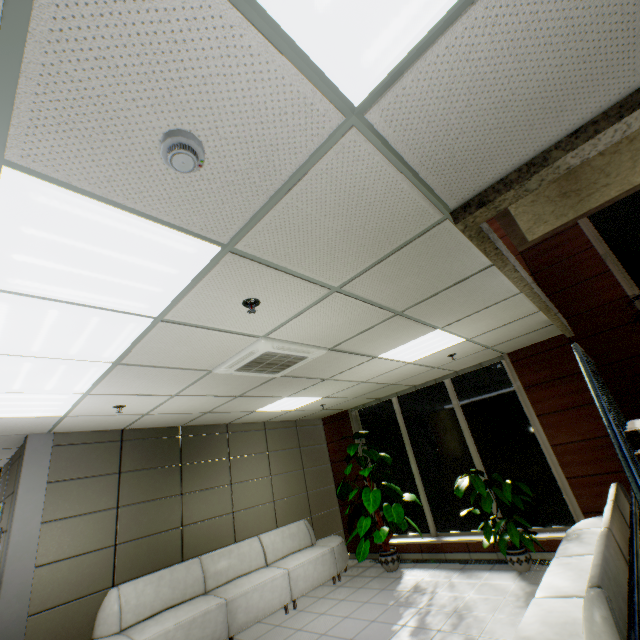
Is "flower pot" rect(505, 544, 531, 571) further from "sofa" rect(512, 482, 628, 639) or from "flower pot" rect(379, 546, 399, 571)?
"flower pot" rect(379, 546, 399, 571)

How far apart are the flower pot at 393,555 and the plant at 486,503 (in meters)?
1.99

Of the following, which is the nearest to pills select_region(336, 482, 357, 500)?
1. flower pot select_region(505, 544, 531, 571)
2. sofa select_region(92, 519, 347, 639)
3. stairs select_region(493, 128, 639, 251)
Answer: sofa select_region(92, 519, 347, 639)

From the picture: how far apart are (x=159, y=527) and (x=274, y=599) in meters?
2.2 m

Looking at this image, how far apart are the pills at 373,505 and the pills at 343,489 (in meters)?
0.27

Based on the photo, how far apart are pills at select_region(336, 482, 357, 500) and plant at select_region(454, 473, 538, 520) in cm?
219

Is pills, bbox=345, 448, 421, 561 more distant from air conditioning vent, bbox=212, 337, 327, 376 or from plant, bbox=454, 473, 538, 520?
air conditioning vent, bbox=212, 337, 327, 376

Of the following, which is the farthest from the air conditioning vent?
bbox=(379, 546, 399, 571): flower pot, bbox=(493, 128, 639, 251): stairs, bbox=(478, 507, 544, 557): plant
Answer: bbox=(379, 546, 399, 571): flower pot
